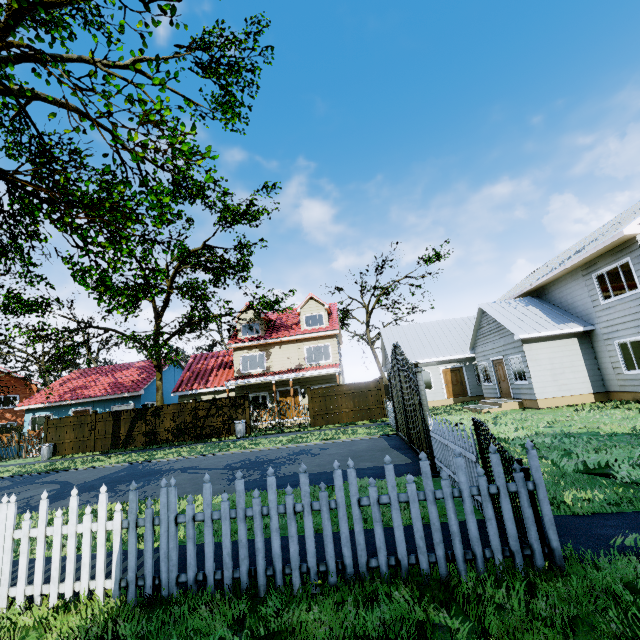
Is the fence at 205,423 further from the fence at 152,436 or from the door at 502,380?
the door at 502,380

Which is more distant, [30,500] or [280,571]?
[30,500]

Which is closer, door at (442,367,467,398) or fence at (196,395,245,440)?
fence at (196,395,245,440)

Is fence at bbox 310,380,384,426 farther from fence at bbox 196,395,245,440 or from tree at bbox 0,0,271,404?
fence at bbox 196,395,245,440

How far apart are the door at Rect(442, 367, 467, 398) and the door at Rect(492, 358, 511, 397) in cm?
436

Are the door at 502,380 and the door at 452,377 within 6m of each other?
yes

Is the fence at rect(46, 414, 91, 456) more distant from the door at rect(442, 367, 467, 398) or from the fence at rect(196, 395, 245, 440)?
the door at rect(442, 367, 467, 398)

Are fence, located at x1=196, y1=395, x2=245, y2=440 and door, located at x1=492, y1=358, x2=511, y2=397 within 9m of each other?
no
